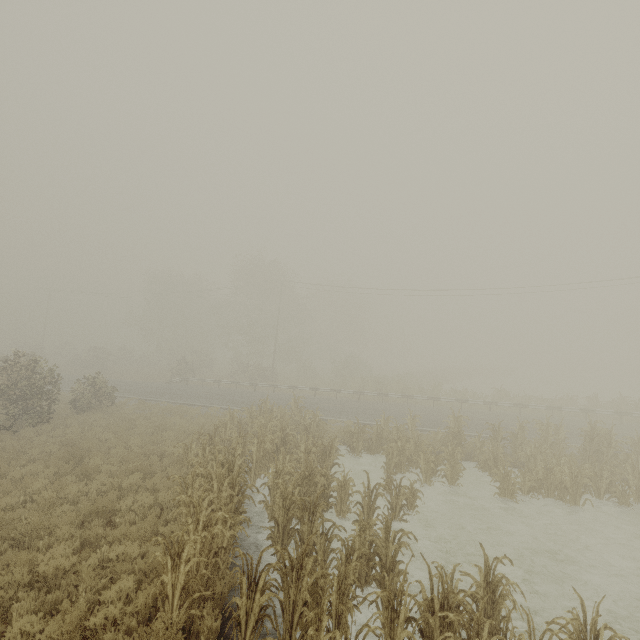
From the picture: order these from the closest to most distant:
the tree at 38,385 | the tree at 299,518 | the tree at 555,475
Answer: the tree at 299,518
the tree at 555,475
the tree at 38,385

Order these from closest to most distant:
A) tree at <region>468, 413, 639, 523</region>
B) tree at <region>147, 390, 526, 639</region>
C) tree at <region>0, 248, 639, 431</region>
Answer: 1. tree at <region>147, 390, 526, 639</region>
2. tree at <region>468, 413, 639, 523</region>
3. tree at <region>0, 248, 639, 431</region>

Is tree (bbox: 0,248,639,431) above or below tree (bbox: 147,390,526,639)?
above

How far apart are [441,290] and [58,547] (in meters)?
32.27

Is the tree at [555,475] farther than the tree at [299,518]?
Yes

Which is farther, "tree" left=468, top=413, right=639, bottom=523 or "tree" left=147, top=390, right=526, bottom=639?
"tree" left=468, top=413, right=639, bottom=523
